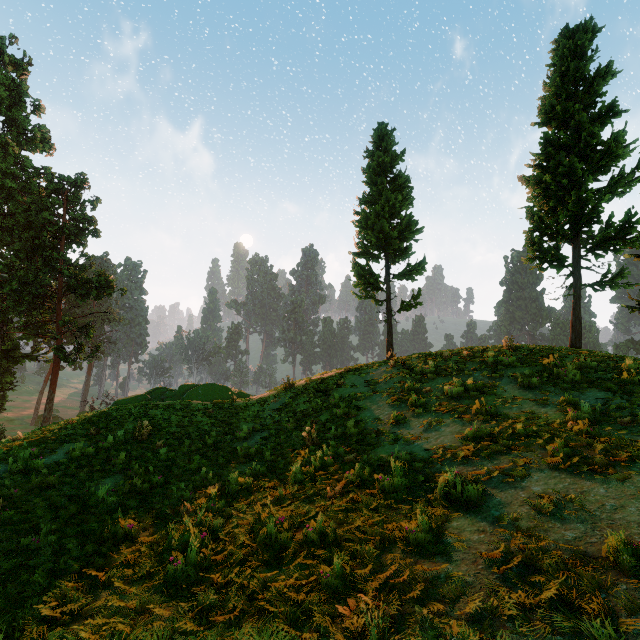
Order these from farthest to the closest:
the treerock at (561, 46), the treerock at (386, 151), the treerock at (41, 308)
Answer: the treerock at (41, 308), the treerock at (386, 151), the treerock at (561, 46)

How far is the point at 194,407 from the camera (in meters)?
16.59

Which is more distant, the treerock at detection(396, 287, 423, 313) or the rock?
the rock

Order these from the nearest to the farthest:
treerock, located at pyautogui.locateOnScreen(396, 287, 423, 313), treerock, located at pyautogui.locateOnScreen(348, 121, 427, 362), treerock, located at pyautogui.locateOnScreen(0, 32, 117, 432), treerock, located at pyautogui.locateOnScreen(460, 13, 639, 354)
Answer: treerock, located at pyautogui.locateOnScreen(460, 13, 639, 354), treerock, located at pyautogui.locateOnScreen(396, 287, 423, 313), treerock, located at pyautogui.locateOnScreen(348, 121, 427, 362), treerock, located at pyautogui.locateOnScreen(0, 32, 117, 432)

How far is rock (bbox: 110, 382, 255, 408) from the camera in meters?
19.8

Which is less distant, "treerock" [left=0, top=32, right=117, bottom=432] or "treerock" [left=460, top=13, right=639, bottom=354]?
"treerock" [left=460, top=13, right=639, bottom=354]

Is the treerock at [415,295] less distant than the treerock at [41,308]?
Yes
